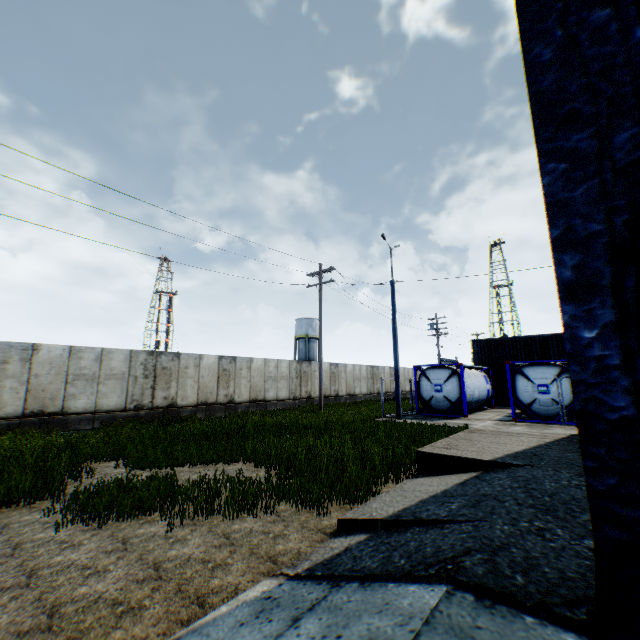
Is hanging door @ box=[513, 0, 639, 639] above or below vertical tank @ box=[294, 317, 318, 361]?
below

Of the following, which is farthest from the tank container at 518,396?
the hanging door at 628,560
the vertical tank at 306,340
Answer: the vertical tank at 306,340

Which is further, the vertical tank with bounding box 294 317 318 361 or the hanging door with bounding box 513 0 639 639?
the vertical tank with bounding box 294 317 318 361

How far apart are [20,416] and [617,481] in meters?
17.4

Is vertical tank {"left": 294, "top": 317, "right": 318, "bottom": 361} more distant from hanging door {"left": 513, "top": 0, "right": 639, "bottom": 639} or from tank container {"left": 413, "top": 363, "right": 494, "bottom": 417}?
hanging door {"left": 513, "top": 0, "right": 639, "bottom": 639}

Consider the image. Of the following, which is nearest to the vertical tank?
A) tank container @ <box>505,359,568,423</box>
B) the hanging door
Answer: tank container @ <box>505,359,568,423</box>

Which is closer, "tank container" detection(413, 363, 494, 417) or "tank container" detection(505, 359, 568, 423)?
"tank container" detection(505, 359, 568, 423)
